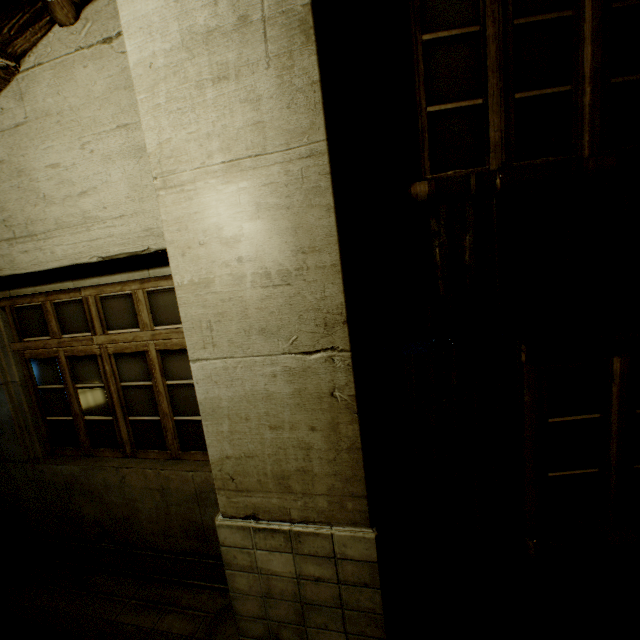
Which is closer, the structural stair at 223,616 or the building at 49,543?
the building at 49,543

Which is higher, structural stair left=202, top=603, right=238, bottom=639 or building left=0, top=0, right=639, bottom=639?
building left=0, top=0, right=639, bottom=639

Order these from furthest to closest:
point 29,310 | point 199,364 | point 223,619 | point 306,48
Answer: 1. point 29,310
2. point 223,619
3. point 199,364
4. point 306,48

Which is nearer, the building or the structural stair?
the building

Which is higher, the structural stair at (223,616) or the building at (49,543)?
the building at (49,543)
